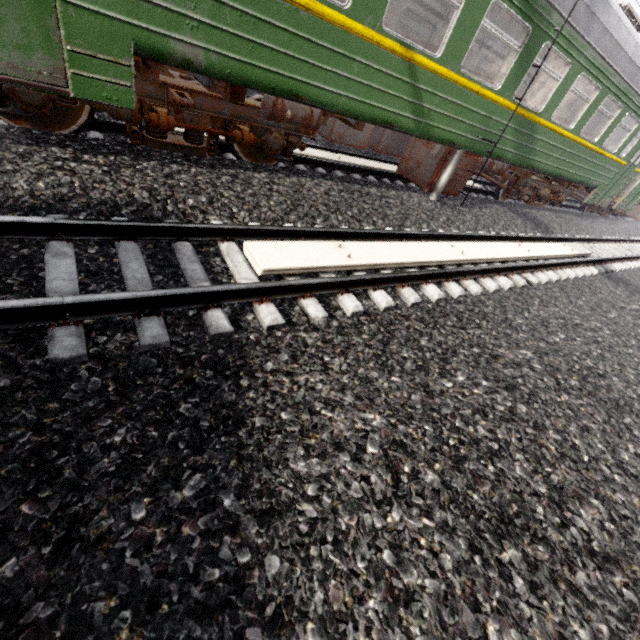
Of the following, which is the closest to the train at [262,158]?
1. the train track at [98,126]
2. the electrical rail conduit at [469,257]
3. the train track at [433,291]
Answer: the train track at [98,126]

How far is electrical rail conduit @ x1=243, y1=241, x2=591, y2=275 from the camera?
3.5 meters

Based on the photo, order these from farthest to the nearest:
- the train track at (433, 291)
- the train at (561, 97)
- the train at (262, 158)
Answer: the train at (561, 97) < the train at (262, 158) < the train track at (433, 291)

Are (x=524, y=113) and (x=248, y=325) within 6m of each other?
no

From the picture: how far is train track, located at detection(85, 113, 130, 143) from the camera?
4.6m

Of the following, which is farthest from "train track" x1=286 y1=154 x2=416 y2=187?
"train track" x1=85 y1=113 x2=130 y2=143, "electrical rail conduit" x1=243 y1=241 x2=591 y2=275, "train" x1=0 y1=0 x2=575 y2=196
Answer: "electrical rail conduit" x1=243 y1=241 x2=591 y2=275

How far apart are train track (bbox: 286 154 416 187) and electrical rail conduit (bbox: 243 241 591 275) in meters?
2.9 m

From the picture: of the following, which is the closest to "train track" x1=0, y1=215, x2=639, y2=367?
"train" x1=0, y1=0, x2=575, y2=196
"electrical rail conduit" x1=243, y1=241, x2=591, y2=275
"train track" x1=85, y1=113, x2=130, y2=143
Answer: "electrical rail conduit" x1=243, y1=241, x2=591, y2=275
